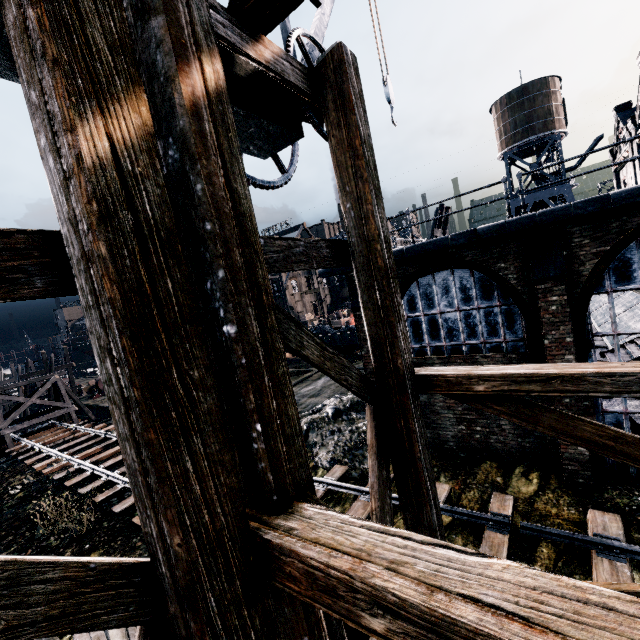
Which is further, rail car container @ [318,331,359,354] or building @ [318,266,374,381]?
rail car container @ [318,331,359,354]

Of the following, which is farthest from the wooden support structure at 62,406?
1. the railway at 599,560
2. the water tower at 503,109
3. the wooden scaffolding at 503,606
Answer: the water tower at 503,109

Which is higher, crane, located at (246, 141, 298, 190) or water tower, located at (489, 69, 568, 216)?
water tower, located at (489, 69, 568, 216)

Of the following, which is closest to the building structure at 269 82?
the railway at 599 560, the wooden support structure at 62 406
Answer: the railway at 599 560

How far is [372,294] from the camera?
3.6m

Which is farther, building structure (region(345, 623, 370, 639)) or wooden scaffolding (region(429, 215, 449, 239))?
wooden scaffolding (region(429, 215, 449, 239))

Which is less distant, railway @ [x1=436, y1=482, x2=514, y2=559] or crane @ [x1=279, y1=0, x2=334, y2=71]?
crane @ [x1=279, y1=0, x2=334, y2=71]

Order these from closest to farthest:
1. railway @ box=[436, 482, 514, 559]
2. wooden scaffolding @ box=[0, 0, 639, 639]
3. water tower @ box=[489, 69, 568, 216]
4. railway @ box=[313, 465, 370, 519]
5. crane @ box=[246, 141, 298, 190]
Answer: wooden scaffolding @ box=[0, 0, 639, 639]
crane @ box=[246, 141, 298, 190]
railway @ box=[436, 482, 514, 559]
railway @ box=[313, 465, 370, 519]
water tower @ box=[489, 69, 568, 216]
